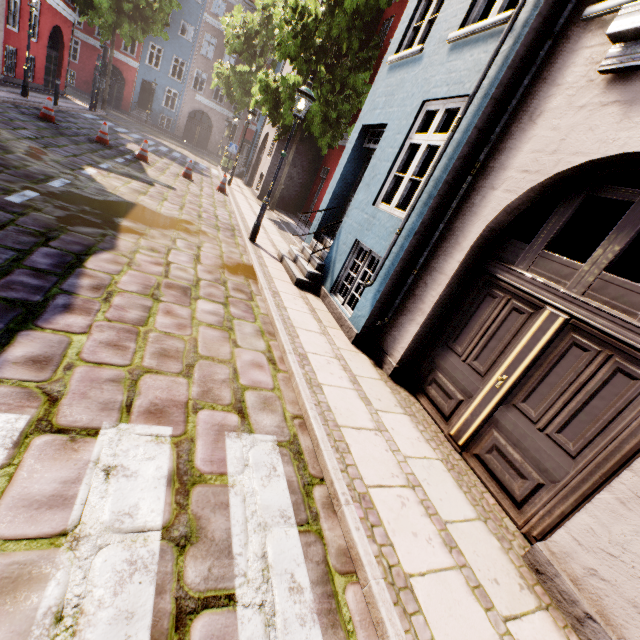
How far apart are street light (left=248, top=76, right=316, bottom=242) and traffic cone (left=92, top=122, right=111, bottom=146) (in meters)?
8.10

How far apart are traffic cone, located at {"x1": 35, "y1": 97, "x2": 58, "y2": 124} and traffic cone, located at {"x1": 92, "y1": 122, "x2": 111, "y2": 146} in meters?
1.1

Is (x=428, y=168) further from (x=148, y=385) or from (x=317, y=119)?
(x=148, y=385)

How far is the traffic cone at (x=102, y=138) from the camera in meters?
11.7

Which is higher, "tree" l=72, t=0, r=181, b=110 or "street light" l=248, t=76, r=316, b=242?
"tree" l=72, t=0, r=181, b=110

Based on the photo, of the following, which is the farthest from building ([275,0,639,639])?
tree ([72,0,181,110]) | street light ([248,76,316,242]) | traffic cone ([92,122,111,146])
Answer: traffic cone ([92,122,111,146])

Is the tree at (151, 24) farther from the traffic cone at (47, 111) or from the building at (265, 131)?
the traffic cone at (47, 111)

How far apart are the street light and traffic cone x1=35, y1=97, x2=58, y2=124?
9.26m
